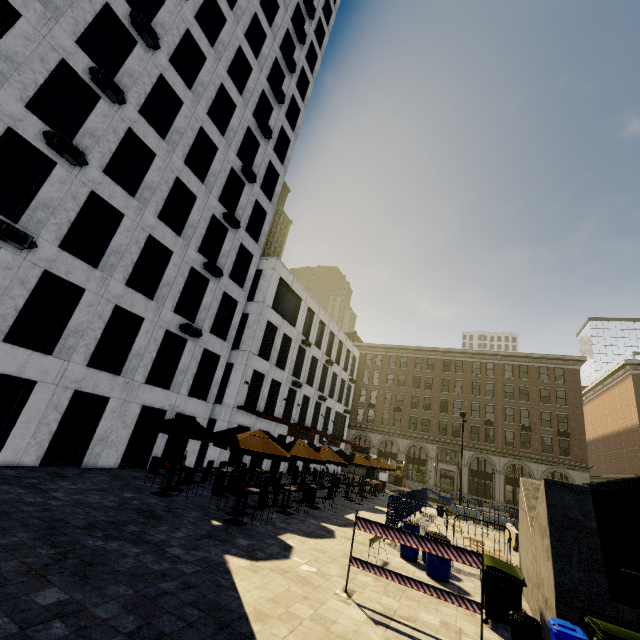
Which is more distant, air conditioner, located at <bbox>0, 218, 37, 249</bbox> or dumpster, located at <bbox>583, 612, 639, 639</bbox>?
air conditioner, located at <bbox>0, 218, 37, 249</bbox>

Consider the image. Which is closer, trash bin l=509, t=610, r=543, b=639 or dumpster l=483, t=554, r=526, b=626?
trash bin l=509, t=610, r=543, b=639

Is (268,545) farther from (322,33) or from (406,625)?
(322,33)

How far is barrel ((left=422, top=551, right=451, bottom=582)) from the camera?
9.3m

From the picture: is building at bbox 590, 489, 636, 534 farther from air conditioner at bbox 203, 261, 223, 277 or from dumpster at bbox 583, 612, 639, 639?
air conditioner at bbox 203, 261, 223, 277

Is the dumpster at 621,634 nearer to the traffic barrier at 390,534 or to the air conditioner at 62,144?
the traffic barrier at 390,534

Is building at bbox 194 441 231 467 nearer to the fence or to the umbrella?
the umbrella

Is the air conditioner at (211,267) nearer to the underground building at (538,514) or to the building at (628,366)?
the underground building at (538,514)
